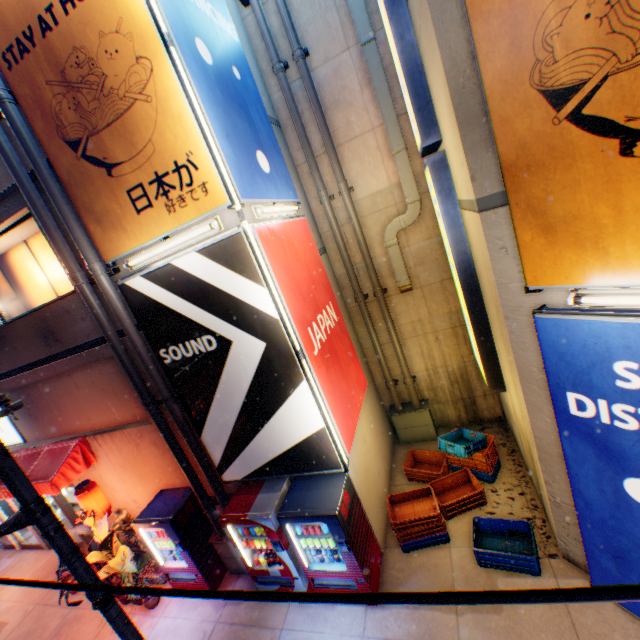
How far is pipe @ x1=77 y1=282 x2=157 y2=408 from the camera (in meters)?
5.57

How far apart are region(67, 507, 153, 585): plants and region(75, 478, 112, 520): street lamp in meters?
0.0

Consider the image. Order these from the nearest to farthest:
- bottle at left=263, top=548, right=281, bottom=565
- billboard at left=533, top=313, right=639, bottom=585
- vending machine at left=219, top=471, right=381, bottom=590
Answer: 1. billboard at left=533, top=313, right=639, bottom=585
2. vending machine at left=219, top=471, right=381, bottom=590
3. bottle at left=263, top=548, right=281, bottom=565

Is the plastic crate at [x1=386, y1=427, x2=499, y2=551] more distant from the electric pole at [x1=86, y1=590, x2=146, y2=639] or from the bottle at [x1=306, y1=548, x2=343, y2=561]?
the electric pole at [x1=86, y1=590, x2=146, y2=639]

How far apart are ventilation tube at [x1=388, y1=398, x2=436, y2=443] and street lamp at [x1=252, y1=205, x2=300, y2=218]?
5.7m

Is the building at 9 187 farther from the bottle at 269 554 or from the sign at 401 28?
the sign at 401 28

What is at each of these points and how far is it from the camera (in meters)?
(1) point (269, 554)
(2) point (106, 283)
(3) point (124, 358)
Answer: (1) bottle, 5.96
(2) pipe, 5.37
(3) pipe, 5.85

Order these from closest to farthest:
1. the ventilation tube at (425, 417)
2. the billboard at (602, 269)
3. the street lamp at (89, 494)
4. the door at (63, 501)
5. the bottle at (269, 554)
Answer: the billboard at (602, 269)
the bottle at (269, 554)
the street lamp at (89, 494)
the ventilation tube at (425, 417)
the door at (63, 501)
